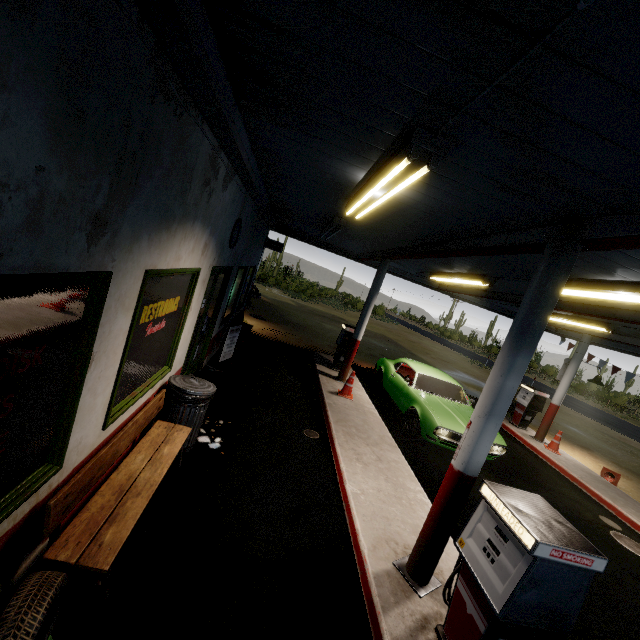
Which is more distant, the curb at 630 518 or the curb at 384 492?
the curb at 630 518

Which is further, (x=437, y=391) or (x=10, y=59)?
(x=437, y=391)

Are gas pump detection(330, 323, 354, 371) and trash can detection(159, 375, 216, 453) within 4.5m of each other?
no

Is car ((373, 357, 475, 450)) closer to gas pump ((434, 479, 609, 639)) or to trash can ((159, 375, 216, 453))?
gas pump ((434, 479, 609, 639))

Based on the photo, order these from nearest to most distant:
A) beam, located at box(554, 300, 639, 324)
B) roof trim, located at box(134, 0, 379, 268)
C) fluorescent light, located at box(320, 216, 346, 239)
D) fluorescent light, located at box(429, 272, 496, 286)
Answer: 1. roof trim, located at box(134, 0, 379, 268)
2. beam, located at box(554, 300, 639, 324)
3. fluorescent light, located at box(320, 216, 346, 239)
4. fluorescent light, located at box(429, 272, 496, 286)

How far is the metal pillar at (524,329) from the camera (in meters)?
3.04

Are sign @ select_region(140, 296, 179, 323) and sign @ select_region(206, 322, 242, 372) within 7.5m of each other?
yes

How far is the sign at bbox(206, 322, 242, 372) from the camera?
7.82m
